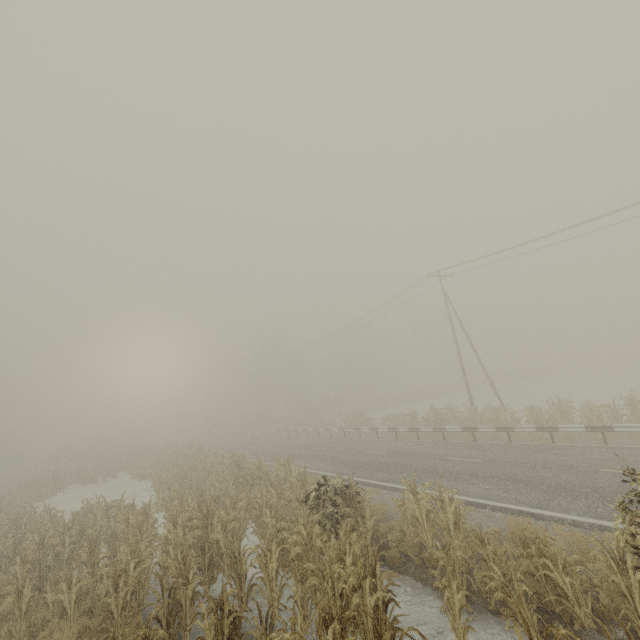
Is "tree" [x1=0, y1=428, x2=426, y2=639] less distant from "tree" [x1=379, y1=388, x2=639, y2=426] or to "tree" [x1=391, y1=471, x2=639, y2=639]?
"tree" [x1=379, y1=388, x2=639, y2=426]

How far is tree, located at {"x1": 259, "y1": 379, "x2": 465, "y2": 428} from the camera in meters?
31.2 m

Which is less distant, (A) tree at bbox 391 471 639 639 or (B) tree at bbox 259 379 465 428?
(A) tree at bbox 391 471 639 639

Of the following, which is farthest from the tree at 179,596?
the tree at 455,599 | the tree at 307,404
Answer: the tree at 455,599

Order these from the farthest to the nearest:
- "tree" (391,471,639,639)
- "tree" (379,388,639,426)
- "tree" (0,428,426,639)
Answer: "tree" (379,388,639,426), "tree" (0,428,426,639), "tree" (391,471,639,639)

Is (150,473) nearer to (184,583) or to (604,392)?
(184,583)

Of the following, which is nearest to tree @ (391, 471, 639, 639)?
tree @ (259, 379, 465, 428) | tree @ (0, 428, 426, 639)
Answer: tree @ (259, 379, 465, 428)

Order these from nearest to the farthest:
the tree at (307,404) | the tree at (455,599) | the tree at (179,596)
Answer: the tree at (455,599)
the tree at (179,596)
the tree at (307,404)
